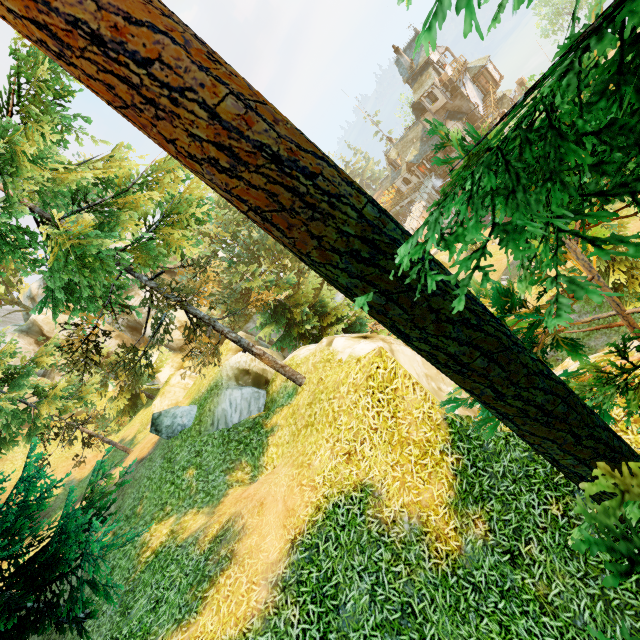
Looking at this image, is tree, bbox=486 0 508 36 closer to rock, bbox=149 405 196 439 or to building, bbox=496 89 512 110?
rock, bbox=149 405 196 439

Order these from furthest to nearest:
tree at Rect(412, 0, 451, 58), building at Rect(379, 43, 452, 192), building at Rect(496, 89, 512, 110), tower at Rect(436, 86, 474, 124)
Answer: building at Rect(496, 89, 512, 110)
tower at Rect(436, 86, 474, 124)
building at Rect(379, 43, 452, 192)
tree at Rect(412, 0, 451, 58)

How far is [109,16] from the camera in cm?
149

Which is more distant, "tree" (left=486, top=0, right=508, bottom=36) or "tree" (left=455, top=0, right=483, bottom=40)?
"tree" (left=486, top=0, right=508, bottom=36)

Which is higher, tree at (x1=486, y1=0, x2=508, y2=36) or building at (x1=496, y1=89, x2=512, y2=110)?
tree at (x1=486, y1=0, x2=508, y2=36)

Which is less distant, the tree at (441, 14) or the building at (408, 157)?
the tree at (441, 14)

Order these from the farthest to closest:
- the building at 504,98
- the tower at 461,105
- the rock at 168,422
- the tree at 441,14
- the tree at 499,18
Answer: the building at 504,98, the tower at 461,105, the rock at 168,422, the tree at 499,18, the tree at 441,14
